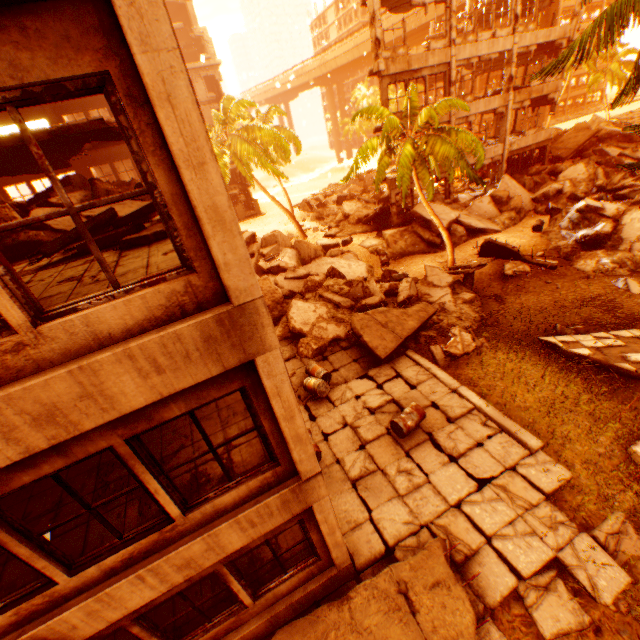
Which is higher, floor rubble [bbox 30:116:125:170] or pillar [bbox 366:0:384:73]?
pillar [bbox 366:0:384:73]

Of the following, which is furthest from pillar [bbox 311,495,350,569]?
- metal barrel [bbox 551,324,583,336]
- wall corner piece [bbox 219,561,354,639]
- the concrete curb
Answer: metal barrel [bbox 551,324,583,336]

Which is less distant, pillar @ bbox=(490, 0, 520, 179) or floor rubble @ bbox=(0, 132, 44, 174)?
floor rubble @ bbox=(0, 132, 44, 174)

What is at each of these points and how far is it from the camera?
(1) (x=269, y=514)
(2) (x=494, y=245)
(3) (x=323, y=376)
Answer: (1) wall corner piece, 4.73m
(2) floor rubble, 16.73m
(3) metal barrel, 11.15m

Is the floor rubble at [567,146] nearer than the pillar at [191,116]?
No

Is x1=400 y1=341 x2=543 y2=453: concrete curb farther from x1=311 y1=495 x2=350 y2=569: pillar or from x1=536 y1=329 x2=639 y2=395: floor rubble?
x1=311 y1=495 x2=350 y2=569: pillar

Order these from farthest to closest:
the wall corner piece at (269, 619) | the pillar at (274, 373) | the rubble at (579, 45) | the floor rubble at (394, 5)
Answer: the floor rubble at (394, 5) → the rubble at (579, 45) → the wall corner piece at (269, 619) → the pillar at (274, 373)

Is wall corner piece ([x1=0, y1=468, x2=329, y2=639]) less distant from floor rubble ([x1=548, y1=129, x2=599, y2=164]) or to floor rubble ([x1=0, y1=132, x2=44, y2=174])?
floor rubble ([x1=0, y1=132, x2=44, y2=174])
